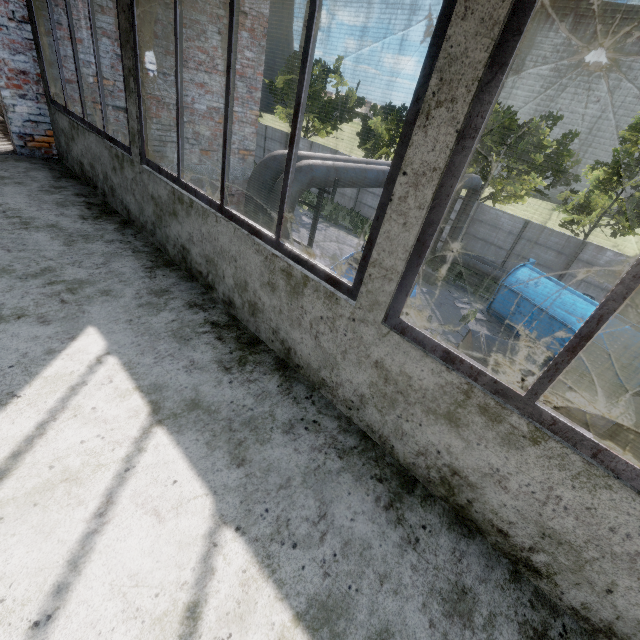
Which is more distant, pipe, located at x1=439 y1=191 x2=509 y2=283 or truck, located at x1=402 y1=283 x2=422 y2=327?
pipe, located at x1=439 y1=191 x2=509 y2=283

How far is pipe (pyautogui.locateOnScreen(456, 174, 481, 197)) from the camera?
12.97m

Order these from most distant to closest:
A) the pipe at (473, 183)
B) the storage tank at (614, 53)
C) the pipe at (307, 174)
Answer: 1. the storage tank at (614, 53)
2. the pipe at (473, 183)
3. the pipe at (307, 174)

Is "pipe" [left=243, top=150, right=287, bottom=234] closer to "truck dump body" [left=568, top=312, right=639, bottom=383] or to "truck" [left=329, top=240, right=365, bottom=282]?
"truck" [left=329, top=240, right=365, bottom=282]

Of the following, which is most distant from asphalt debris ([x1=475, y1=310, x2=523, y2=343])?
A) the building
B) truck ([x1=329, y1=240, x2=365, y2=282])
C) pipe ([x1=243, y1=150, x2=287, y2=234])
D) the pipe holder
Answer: the building

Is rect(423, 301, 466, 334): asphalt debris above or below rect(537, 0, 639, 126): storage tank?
below

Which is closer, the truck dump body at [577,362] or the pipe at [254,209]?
the pipe at [254,209]

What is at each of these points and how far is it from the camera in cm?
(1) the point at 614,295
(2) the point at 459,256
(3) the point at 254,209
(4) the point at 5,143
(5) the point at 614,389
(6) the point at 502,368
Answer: (1) window, 114
(2) pipe, 1784
(3) pipe, 743
(4) elevated walkway, 543
(5) truck, 719
(6) truck, 669
